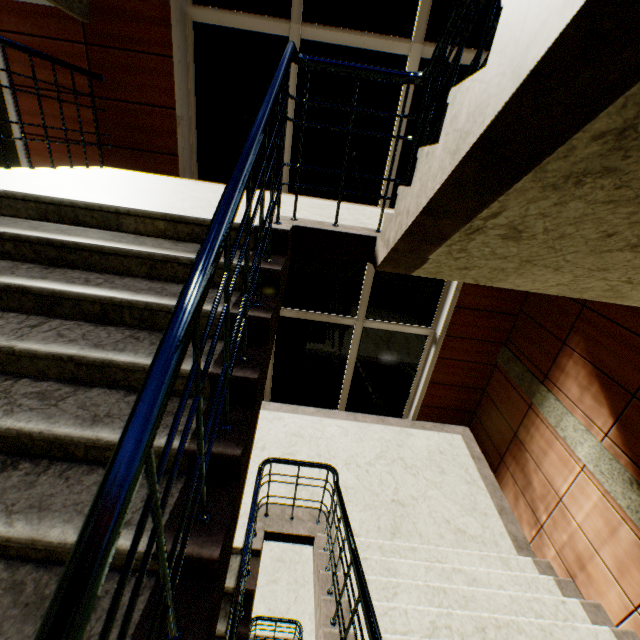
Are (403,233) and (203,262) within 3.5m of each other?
yes
